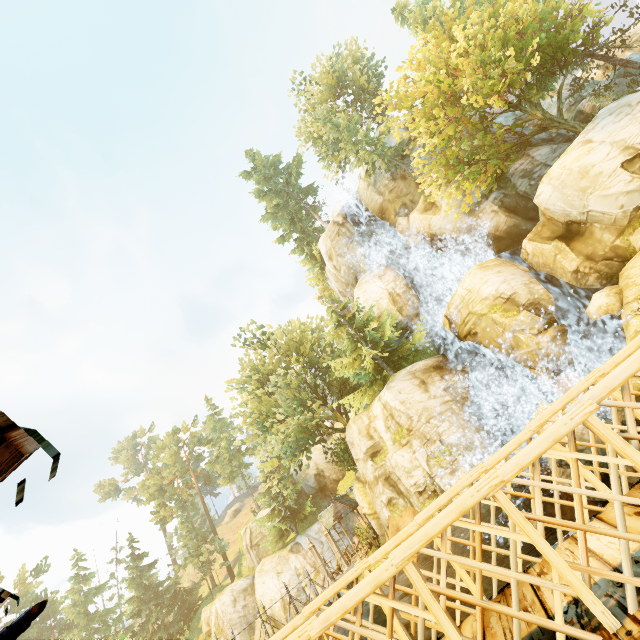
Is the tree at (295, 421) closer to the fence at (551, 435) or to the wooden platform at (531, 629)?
the fence at (551, 435)

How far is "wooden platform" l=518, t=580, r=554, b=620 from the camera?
2.5 meters

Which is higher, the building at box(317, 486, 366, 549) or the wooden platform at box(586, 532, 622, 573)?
the building at box(317, 486, 366, 549)

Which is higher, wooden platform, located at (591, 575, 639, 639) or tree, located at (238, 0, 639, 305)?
tree, located at (238, 0, 639, 305)

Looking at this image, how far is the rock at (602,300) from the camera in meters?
15.0 m

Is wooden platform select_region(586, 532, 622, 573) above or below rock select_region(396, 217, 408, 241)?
below

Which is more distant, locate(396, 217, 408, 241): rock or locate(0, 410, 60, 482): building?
locate(396, 217, 408, 241): rock

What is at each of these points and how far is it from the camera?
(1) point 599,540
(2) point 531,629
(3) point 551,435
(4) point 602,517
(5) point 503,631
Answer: (1) wooden platform, 2.84m
(2) wooden platform, 2.46m
(3) fence, 2.33m
(4) wooden platform, 3.15m
(5) wooden platform, 2.69m
